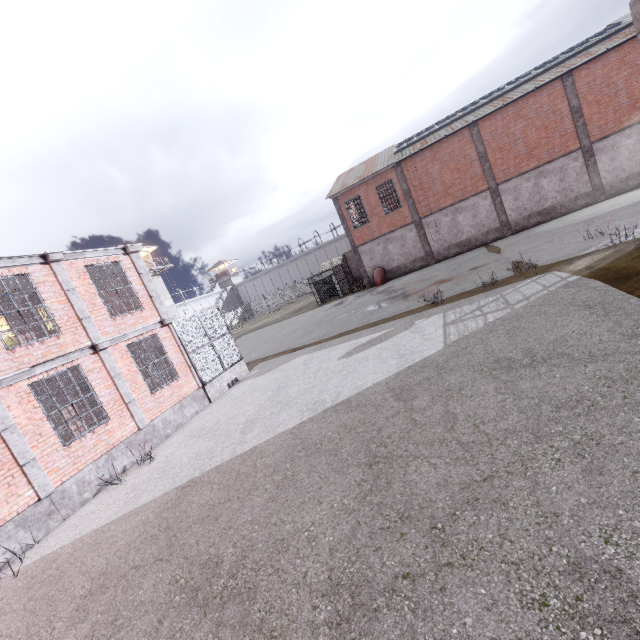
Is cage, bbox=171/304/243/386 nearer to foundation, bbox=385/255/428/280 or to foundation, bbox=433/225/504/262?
foundation, bbox=433/225/504/262

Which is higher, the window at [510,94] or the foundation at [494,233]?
the window at [510,94]

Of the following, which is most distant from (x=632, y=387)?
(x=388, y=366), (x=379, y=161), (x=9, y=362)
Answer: (x=379, y=161)

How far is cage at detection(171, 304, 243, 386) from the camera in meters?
13.6 m

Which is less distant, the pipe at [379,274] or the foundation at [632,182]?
the foundation at [632,182]

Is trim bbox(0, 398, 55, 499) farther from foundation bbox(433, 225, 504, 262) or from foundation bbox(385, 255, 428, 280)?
foundation bbox(433, 225, 504, 262)

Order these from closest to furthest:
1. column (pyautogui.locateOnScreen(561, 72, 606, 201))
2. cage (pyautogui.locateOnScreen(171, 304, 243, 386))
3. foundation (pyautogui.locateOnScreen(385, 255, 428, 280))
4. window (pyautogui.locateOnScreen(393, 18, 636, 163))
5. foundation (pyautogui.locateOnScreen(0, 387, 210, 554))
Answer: foundation (pyautogui.locateOnScreen(0, 387, 210, 554)) < cage (pyautogui.locateOnScreen(171, 304, 243, 386)) < window (pyautogui.locateOnScreen(393, 18, 636, 163)) < column (pyautogui.locateOnScreen(561, 72, 606, 201)) < foundation (pyautogui.locateOnScreen(385, 255, 428, 280))

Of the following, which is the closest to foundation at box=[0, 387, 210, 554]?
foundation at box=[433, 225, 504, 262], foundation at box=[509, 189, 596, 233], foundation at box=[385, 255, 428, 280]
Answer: foundation at box=[385, 255, 428, 280]
